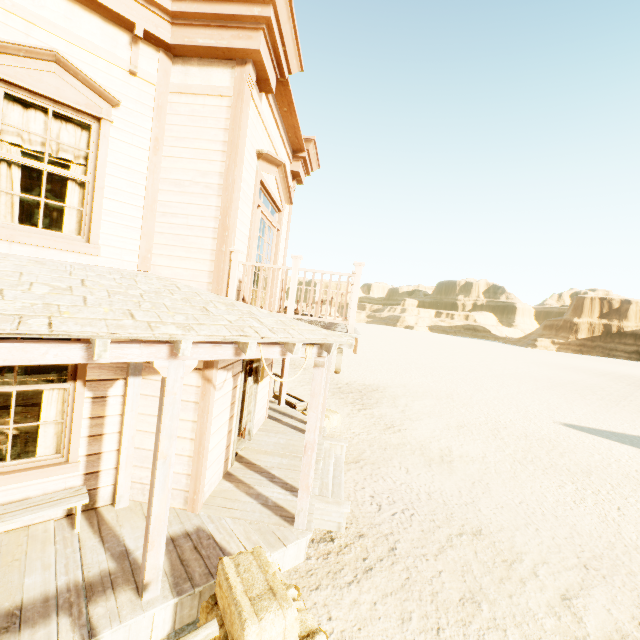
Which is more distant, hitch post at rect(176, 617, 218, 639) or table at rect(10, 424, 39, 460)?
table at rect(10, 424, 39, 460)

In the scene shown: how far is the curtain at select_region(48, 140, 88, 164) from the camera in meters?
4.2

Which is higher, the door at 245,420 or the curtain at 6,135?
the curtain at 6,135

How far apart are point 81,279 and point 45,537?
3.35m

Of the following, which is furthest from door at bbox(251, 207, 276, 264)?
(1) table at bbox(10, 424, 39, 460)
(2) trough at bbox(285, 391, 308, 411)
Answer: (2) trough at bbox(285, 391, 308, 411)

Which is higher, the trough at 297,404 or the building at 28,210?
the building at 28,210

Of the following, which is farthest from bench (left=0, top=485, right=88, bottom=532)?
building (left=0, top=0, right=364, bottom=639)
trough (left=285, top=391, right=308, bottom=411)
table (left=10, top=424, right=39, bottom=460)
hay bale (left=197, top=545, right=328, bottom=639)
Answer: trough (left=285, top=391, right=308, bottom=411)

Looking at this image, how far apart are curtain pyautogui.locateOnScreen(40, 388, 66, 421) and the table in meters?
1.0 m
